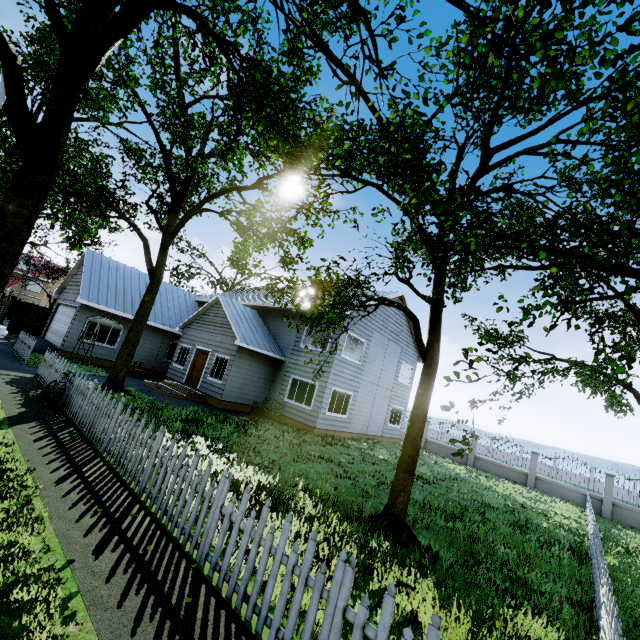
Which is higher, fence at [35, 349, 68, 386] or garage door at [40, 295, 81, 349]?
garage door at [40, 295, 81, 349]

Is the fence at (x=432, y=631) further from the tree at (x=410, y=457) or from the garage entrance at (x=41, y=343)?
the garage entrance at (x=41, y=343)

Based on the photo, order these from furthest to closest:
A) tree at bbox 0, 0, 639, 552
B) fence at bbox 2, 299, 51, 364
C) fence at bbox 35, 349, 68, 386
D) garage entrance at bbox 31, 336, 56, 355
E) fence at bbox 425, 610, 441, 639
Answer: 1. garage entrance at bbox 31, 336, 56, 355
2. fence at bbox 2, 299, 51, 364
3. fence at bbox 35, 349, 68, 386
4. tree at bbox 0, 0, 639, 552
5. fence at bbox 425, 610, 441, 639

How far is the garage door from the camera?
18.0m

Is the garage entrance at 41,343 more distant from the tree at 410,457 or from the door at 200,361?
the door at 200,361

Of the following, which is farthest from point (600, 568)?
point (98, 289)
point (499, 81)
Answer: point (98, 289)

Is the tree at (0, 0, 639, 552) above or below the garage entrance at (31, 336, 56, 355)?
above
